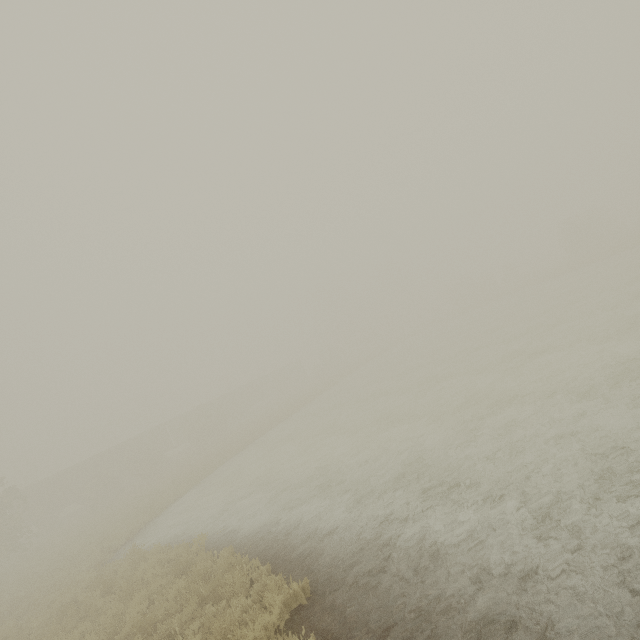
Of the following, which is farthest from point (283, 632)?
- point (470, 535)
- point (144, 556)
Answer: point (144, 556)

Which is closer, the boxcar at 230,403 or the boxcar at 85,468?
the boxcar at 85,468

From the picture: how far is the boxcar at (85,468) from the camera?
34.6 meters

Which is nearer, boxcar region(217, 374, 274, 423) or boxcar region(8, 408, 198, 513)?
boxcar region(8, 408, 198, 513)

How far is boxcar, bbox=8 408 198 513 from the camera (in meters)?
34.62
